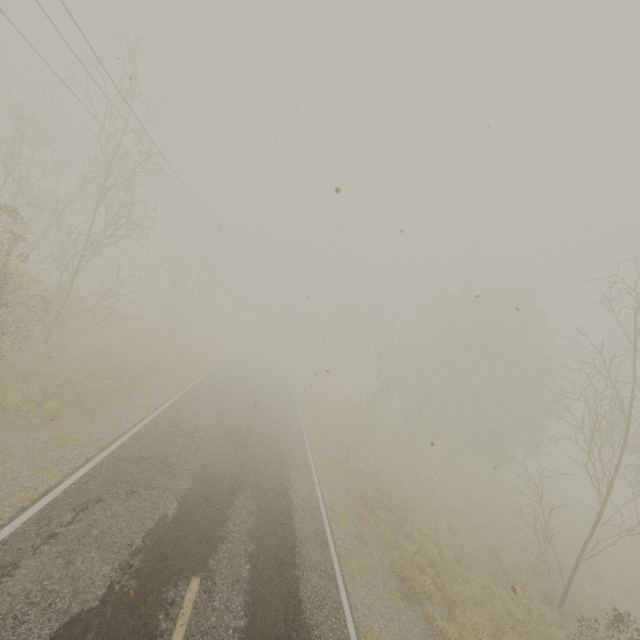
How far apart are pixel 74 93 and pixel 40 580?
15.3 meters
